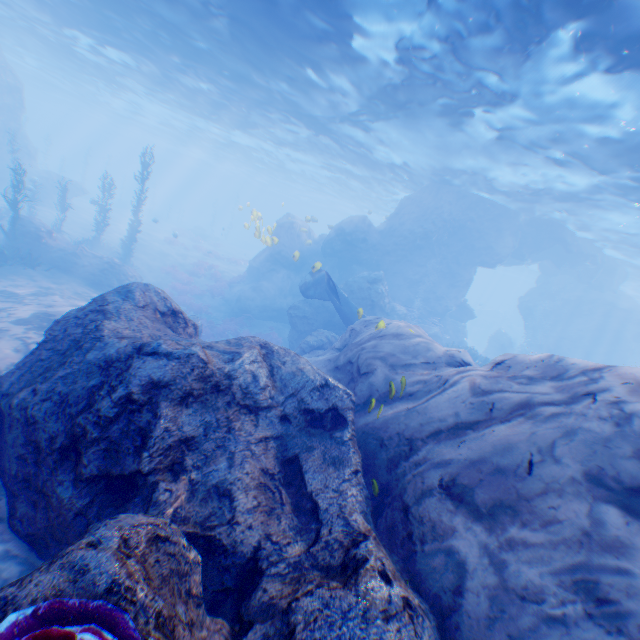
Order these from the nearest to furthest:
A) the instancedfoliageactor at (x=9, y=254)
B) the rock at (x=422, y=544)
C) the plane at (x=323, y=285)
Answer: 1. the rock at (x=422, y=544)
2. the instancedfoliageactor at (x=9, y=254)
3. the plane at (x=323, y=285)

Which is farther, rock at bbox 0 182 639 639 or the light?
the light

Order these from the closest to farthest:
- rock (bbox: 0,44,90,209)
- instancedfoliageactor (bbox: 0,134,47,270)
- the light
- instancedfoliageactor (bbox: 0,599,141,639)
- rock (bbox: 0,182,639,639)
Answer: instancedfoliageactor (bbox: 0,599,141,639) → rock (bbox: 0,182,639,639) → the light → instancedfoliageactor (bbox: 0,134,47,270) → rock (bbox: 0,44,90,209)

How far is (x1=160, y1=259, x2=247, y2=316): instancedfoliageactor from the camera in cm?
2270

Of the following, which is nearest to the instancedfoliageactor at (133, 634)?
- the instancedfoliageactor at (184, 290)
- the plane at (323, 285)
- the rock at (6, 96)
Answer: the rock at (6, 96)

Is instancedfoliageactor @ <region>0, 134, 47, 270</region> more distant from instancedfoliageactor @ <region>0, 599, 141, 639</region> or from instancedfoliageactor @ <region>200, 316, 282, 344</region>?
instancedfoliageactor @ <region>0, 599, 141, 639</region>

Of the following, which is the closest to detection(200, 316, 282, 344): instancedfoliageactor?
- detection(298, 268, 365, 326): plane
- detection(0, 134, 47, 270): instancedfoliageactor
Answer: detection(298, 268, 365, 326): plane

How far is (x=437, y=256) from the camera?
25.41m
